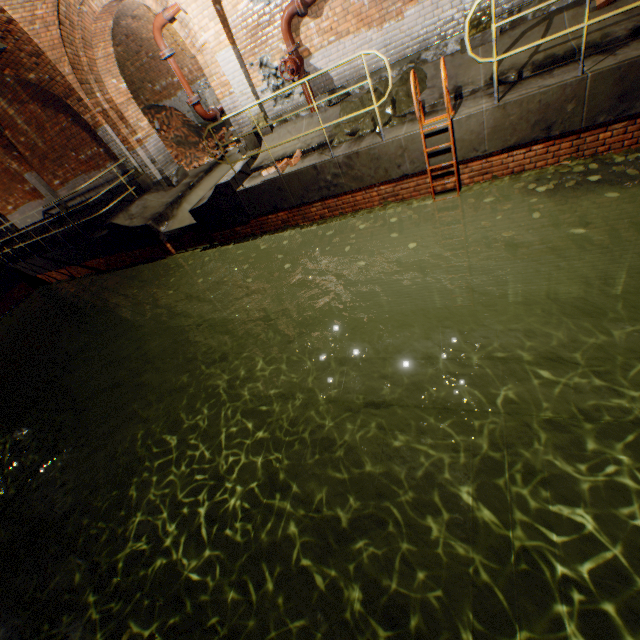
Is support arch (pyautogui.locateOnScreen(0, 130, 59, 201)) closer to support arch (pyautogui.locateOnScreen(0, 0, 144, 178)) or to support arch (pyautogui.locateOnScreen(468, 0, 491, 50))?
support arch (pyautogui.locateOnScreen(0, 0, 144, 178))

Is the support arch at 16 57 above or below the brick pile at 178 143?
above

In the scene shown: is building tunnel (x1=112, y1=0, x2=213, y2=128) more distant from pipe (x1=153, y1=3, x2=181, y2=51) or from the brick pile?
pipe (x1=153, y1=3, x2=181, y2=51)

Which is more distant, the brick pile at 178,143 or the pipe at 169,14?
the brick pile at 178,143

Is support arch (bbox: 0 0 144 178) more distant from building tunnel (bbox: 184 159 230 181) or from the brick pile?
the brick pile

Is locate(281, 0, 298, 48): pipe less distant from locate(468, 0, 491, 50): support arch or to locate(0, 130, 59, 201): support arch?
locate(468, 0, 491, 50): support arch

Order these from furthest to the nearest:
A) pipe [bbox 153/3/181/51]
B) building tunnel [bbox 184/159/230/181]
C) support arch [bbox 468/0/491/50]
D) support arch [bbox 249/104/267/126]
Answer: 1. building tunnel [bbox 184/159/230/181]
2. support arch [bbox 249/104/267/126]
3. pipe [bbox 153/3/181/51]
4. support arch [bbox 468/0/491/50]

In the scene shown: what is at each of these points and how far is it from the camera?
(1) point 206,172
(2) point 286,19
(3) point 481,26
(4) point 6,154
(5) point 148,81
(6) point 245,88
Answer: (1) building tunnel, 10.9m
(2) pipe, 6.4m
(3) support arch, 5.7m
(4) support arch, 11.3m
(5) building tunnel, 13.3m
(6) support arch, 7.6m
